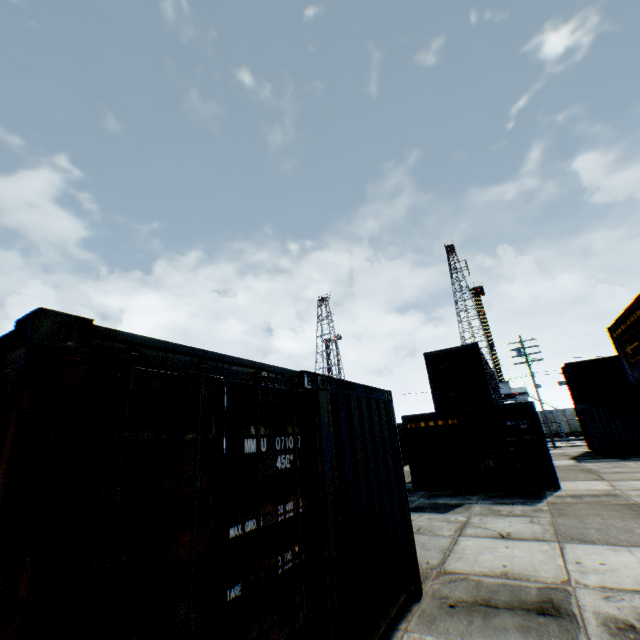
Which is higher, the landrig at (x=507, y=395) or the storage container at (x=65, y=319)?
the landrig at (x=507, y=395)

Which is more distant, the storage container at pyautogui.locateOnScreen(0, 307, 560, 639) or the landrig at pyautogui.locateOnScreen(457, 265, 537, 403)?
the landrig at pyautogui.locateOnScreen(457, 265, 537, 403)

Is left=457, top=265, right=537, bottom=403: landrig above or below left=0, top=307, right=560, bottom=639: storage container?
above

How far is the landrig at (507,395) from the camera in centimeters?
4662cm

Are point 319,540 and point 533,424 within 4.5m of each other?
no

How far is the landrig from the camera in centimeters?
4662cm
